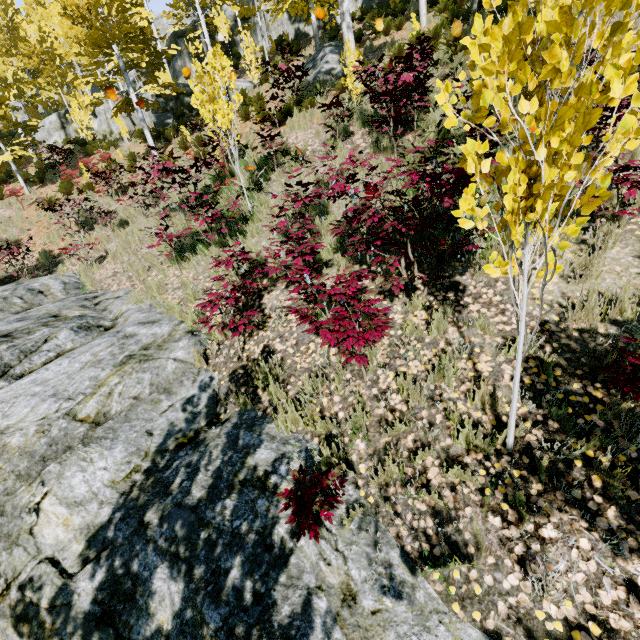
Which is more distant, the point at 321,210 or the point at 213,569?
the point at 321,210

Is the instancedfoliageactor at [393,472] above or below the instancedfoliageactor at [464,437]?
below

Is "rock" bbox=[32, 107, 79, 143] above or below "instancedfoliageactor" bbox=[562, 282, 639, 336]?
above

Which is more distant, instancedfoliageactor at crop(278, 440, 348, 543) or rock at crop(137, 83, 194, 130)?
rock at crop(137, 83, 194, 130)

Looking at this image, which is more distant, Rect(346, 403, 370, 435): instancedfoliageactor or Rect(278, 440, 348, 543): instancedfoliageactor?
Rect(346, 403, 370, 435): instancedfoliageactor

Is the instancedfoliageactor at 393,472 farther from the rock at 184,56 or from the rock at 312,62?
the rock at 312,62
